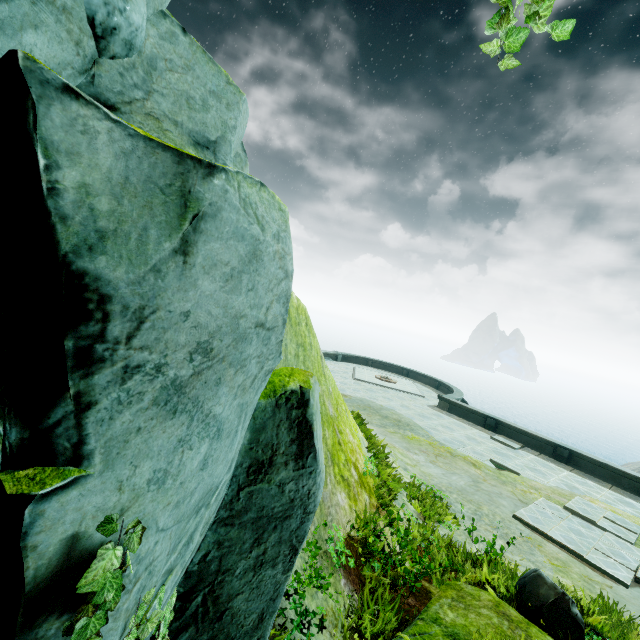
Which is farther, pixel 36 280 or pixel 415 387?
pixel 415 387

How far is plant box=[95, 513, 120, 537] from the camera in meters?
1.6

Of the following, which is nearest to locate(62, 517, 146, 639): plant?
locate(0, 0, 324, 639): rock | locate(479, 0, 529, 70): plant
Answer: locate(0, 0, 324, 639): rock

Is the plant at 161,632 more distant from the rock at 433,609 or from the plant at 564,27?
the plant at 564,27

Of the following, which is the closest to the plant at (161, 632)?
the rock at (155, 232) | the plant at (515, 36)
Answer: the rock at (155, 232)

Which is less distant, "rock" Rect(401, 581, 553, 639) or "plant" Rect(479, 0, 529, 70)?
"plant" Rect(479, 0, 529, 70)

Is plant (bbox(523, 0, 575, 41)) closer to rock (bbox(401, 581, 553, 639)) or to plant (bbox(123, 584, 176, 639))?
rock (bbox(401, 581, 553, 639))
